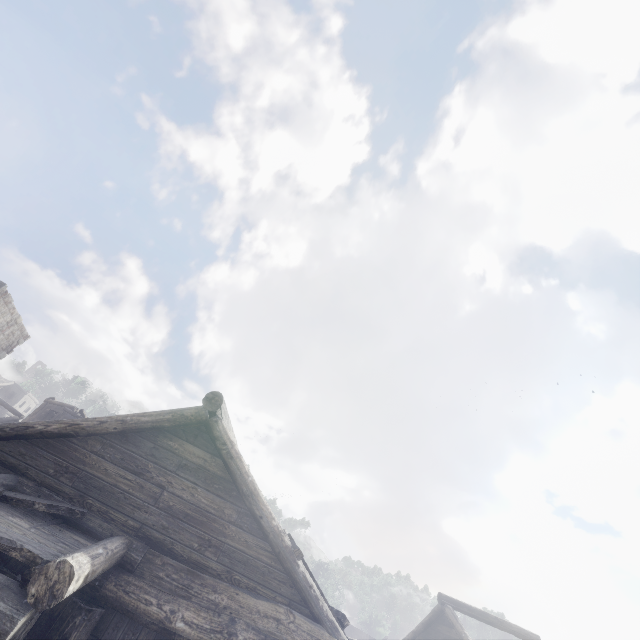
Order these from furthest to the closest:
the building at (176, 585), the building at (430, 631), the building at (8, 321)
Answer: the building at (8, 321) < the building at (430, 631) < the building at (176, 585)

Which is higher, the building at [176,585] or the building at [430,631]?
the building at [430,631]

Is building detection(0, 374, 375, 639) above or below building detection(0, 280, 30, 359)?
below

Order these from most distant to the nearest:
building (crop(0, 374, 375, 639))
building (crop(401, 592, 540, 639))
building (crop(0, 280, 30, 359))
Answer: building (crop(0, 280, 30, 359)), building (crop(401, 592, 540, 639)), building (crop(0, 374, 375, 639))

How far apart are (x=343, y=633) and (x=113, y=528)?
4.48m

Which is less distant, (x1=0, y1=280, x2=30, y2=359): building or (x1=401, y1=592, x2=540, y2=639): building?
(x1=401, y1=592, x2=540, y2=639): building
